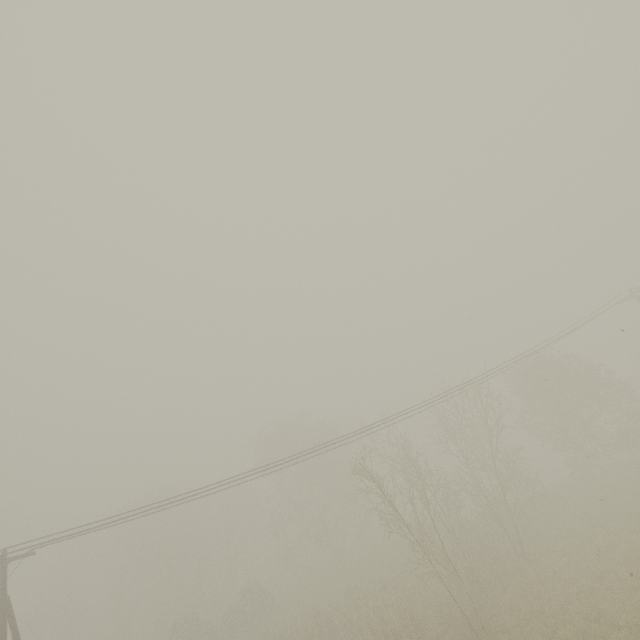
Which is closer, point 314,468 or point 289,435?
point 314,468
